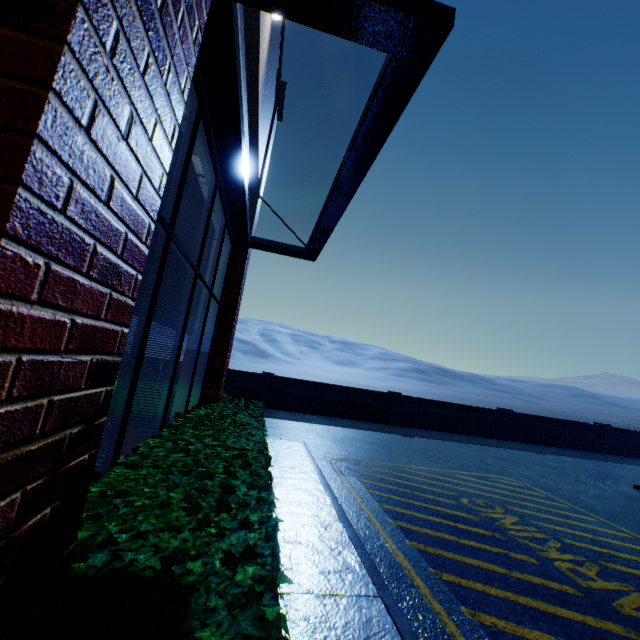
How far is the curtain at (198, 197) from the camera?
3.5 meters

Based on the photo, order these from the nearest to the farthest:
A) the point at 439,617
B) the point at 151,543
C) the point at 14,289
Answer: the point at 14,289 → the point at 151,543 → the point at 439,617

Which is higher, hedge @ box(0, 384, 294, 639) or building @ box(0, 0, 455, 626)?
→ building @ box(0, 0, 455, 626)

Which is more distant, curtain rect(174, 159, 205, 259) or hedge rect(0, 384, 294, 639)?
curtain rect(174, 159, 205, 259)

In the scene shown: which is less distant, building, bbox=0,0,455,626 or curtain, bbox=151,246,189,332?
building, bbox=0,0,455,626

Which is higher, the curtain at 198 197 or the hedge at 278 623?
the curtain at 198 197

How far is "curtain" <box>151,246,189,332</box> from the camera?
3.3 meters
